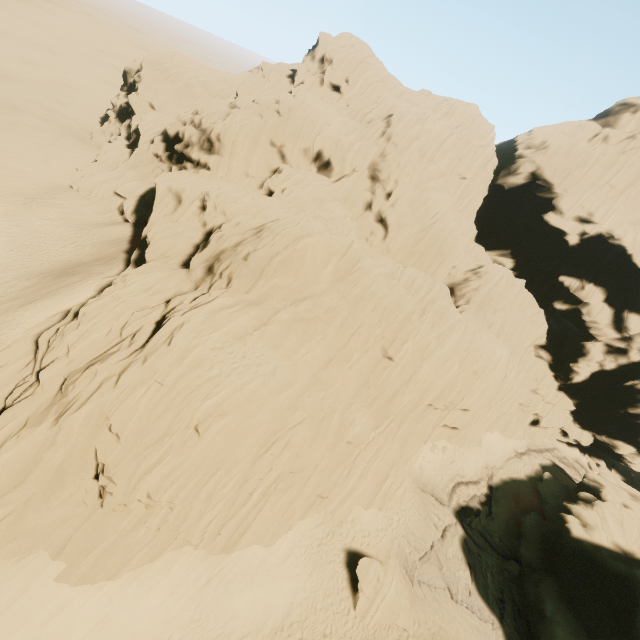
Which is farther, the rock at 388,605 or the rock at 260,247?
the rock at 388,605

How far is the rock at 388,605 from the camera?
20.6m

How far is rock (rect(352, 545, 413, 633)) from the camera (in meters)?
20.62

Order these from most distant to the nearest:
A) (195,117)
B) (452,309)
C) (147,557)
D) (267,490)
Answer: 1. (195,117)
2. (452,309)
3. (267,490)
4. (147,557)

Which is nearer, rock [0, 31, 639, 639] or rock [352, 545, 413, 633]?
rock [0, 31, 639, 639]

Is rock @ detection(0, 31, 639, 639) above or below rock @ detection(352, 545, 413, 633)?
above
